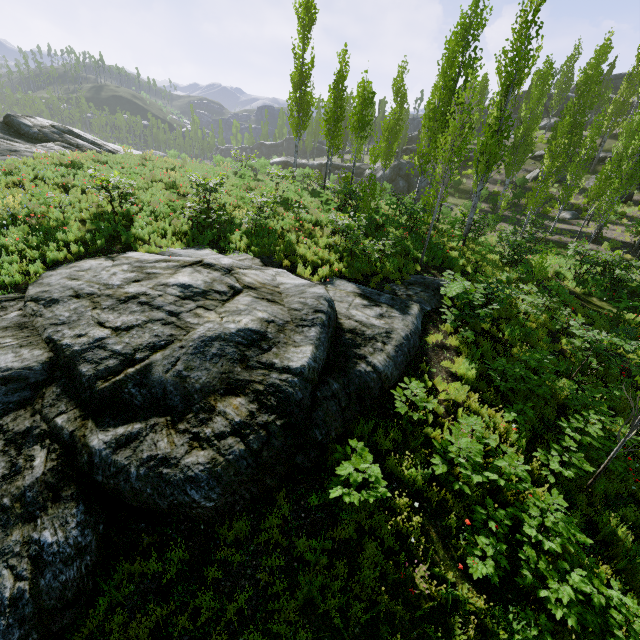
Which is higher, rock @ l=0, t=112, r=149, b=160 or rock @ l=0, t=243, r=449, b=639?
rock @ l=0, t=112, r=149, b=160

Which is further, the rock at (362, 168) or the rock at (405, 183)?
the rock at (362, 168)

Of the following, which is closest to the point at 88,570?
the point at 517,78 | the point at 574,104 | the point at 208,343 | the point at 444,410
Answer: the point at 208,343

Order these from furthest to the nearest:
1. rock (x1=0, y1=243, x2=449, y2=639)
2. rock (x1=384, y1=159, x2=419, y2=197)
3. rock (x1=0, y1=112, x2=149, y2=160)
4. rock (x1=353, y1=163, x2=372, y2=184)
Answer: rock (x1=353, y1=163, x2=372, y2=184) < rock (x1=384, y1=159, x2=419, y2=197) < rock (x1=0, y1=112, x2=149, y2=160) < rock (x1=0, y1=243, x2=449, y2=639)

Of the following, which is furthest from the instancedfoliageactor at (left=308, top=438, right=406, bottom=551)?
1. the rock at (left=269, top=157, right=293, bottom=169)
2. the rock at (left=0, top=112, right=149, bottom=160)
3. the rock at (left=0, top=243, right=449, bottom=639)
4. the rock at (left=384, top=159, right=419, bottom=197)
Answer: the rock at (left=0, top=112, right=149, bottom=160)

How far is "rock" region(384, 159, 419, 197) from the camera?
38.4 meters

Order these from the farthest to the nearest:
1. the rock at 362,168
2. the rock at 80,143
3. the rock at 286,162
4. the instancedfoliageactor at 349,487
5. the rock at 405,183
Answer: the rock at 286,162 → the rock at 362,168 → the rock at 405,183 → the rock at 80,143 → the instancedfoliageactor at 349,487

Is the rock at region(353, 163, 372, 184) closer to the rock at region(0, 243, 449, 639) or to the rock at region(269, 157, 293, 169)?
the rock at region(269, 157, 293, 169)
